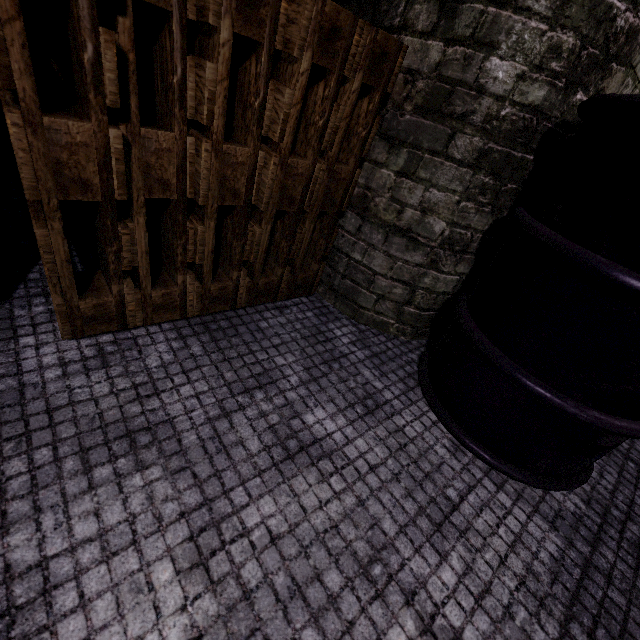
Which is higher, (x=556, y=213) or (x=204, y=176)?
(x=556, y=213)
